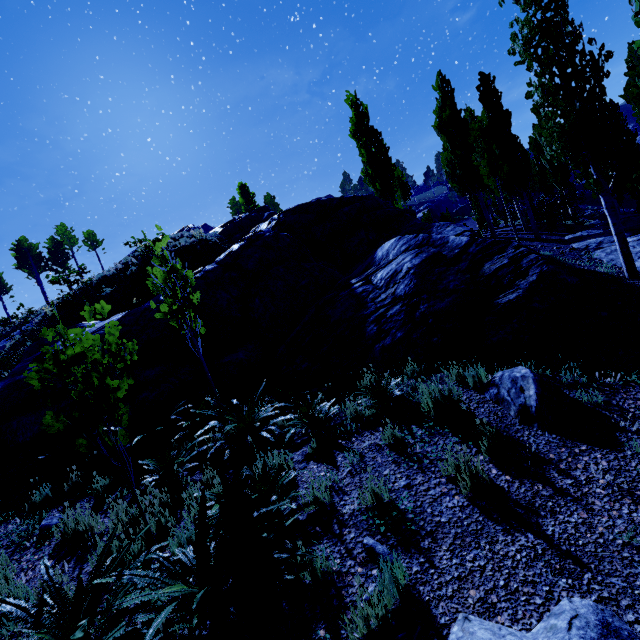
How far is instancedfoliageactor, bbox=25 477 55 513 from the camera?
5.7m

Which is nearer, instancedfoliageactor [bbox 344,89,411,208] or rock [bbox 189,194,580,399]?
rock [bbox 189,194,580,399]

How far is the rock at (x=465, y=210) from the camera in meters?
44.0 m

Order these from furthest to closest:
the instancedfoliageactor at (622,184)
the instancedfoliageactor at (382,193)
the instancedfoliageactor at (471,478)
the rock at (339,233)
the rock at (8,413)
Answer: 1. the instancedfoliageactor at (382,193)
2. the rock at (8,413)
3. the instancedfoliageactor at (622,184)
4. the rock at (339,233)
5. the instancedfoliageactor at (471,478)

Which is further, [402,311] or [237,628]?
[402,311]

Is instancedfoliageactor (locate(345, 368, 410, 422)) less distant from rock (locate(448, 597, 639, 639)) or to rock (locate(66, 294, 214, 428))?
rock (locate(66, 294, 214, 428))
